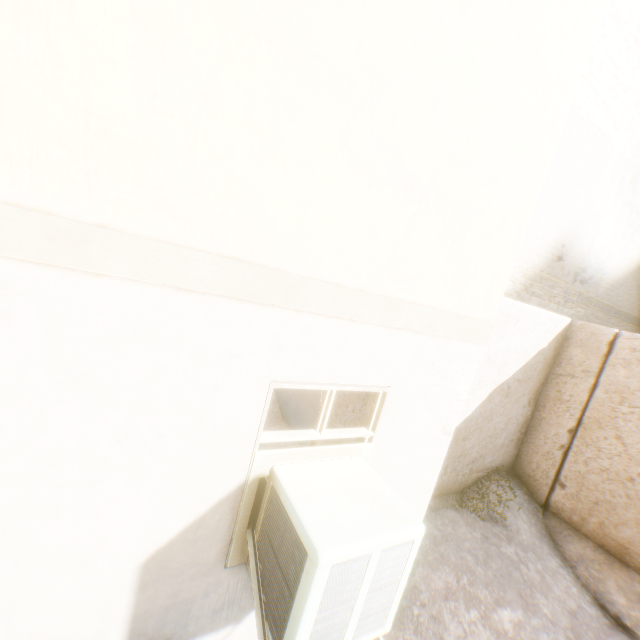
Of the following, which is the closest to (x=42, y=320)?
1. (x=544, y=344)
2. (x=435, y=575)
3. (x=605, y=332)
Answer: (x=435, y=575)
